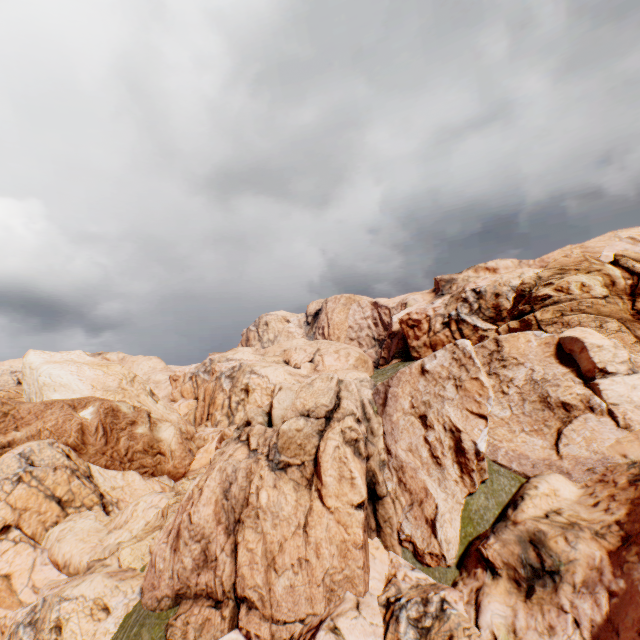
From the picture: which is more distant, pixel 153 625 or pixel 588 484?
pixel 153 625
